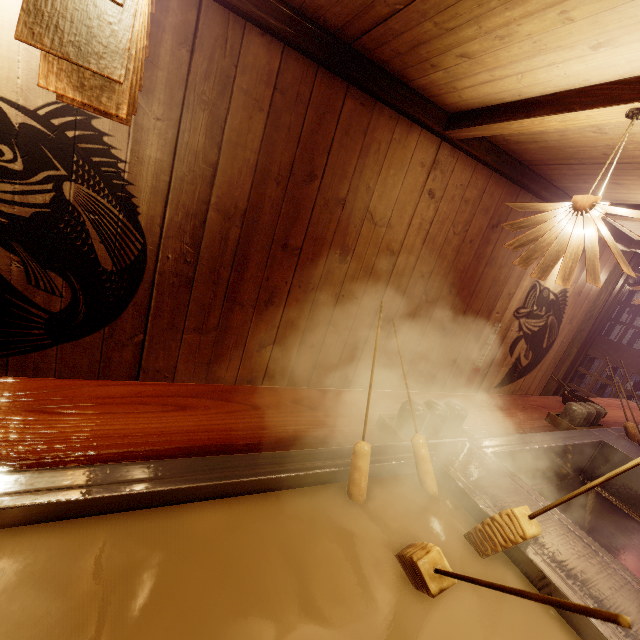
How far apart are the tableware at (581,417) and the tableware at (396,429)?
1.8m

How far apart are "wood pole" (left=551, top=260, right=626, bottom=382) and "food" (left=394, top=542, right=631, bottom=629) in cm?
902

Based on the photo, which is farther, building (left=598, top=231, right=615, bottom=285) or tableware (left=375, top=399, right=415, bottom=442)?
building (left=598, top=231, right=615, bottom=285)

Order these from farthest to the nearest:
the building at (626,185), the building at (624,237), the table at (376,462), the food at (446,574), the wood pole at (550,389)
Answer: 1. the wood pole at (550,389)
2. the building at (624,237)
3. the building at (626,185)
4. the table at (376,462)
5. the food at (446,574)

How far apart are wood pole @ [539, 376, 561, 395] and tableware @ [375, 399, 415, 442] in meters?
7.5

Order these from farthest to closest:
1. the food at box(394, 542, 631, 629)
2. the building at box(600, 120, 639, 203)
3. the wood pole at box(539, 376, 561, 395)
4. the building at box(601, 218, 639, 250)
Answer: the wood pole at box(539, 376, 561, 395) < the building at box(601, 218, 639, 250) < the building at box(600, 120, 639, 203) < the food at box(394, 542, 631, 629)

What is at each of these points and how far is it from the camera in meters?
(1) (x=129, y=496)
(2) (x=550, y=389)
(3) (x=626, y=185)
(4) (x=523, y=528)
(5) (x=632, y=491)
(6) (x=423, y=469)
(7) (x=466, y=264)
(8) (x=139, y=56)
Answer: (1) table, 1.3
(2) wood pole, 8.6
(3) building, 4.7
(4) food, 1.5
(5) table, 3.2
(6) food, 2.0
(7) building, 5.7
(8) light, 1.4

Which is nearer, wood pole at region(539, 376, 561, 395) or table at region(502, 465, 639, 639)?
table at region(502, 465, 639, 639)
